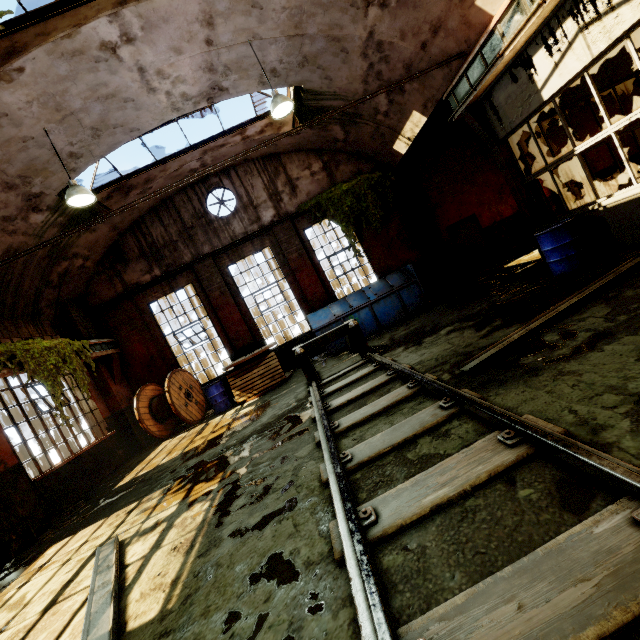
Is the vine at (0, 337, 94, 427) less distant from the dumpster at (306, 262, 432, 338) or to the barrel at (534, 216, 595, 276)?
the dumpster at (306, 262, 432, 338)

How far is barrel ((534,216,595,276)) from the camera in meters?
6.2 m

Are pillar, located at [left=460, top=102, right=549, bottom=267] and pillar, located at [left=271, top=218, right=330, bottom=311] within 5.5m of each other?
no

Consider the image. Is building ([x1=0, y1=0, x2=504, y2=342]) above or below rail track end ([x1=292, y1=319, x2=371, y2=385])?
above

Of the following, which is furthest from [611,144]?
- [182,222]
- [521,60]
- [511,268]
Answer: [182,222]

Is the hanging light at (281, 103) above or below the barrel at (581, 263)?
above

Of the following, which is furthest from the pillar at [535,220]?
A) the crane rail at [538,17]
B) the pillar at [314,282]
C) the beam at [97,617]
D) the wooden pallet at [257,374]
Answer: the beam at [97,617]

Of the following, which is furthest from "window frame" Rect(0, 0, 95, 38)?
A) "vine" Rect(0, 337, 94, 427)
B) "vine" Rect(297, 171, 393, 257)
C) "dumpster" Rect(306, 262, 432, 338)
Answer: "dumpster" Rect(306, 262, 432, 338)
